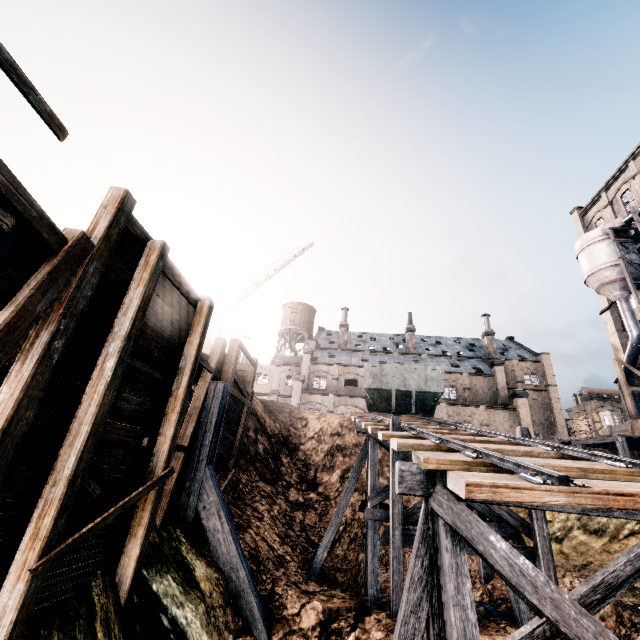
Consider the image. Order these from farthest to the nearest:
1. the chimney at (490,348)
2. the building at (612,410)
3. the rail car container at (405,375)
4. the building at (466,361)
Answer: the building at (612,410) < the chimney at (490,348) < the building at (466,361) < the rail car container at (405,375)

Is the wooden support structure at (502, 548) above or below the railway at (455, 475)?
below

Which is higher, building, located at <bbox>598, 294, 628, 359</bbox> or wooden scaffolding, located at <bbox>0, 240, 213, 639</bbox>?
building, located at <bbox>598, 294, 628, 359</bbox>

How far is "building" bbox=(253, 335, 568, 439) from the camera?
38.2 meters

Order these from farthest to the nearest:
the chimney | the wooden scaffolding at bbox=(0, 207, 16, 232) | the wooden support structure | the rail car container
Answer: the chimney → the rail car container → the wooden support structure → the wooden scaffolding at bbox=(0, 207, 16, 232)

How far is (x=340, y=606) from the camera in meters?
9.7 m

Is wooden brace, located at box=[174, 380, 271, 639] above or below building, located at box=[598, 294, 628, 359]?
below

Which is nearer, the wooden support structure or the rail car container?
the wooden support structure
